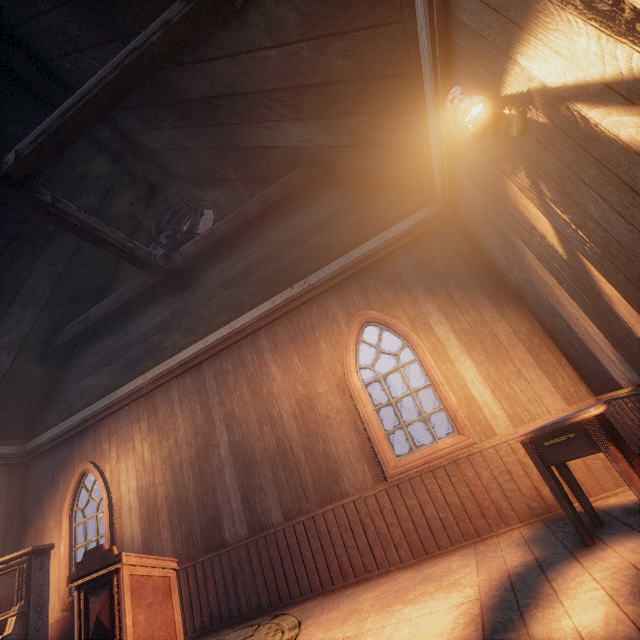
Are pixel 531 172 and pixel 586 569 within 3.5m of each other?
yes

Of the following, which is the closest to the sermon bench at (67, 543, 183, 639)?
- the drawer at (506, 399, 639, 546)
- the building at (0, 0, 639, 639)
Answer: the building at (0, 0, 639, 639)

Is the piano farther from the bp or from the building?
the bp

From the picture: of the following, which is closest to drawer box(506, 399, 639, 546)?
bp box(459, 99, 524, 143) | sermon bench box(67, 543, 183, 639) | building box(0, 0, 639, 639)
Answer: building box(0, 0, 639, 639)

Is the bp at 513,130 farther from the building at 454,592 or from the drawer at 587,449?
the drawer at 587,449

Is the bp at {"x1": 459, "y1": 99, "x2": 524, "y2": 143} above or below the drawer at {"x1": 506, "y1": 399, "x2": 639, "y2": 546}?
above

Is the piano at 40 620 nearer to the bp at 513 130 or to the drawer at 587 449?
the drawer at 587 449

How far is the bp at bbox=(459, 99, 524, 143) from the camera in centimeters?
233cm
